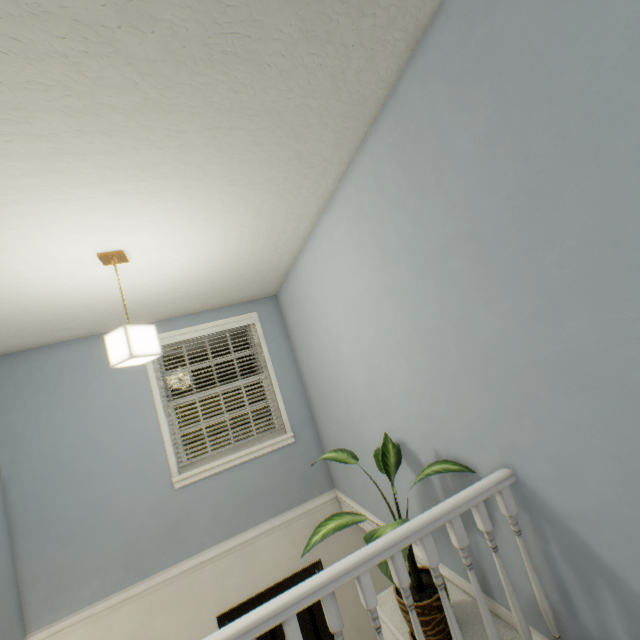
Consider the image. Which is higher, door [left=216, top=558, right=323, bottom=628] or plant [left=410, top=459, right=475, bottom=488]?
plant [left=410, top=459, right=475, bottom=488]

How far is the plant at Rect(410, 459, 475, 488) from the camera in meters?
1.5

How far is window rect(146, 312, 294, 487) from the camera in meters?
3.3 m

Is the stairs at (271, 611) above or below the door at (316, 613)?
above

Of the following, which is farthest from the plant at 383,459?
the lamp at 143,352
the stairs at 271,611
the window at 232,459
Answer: the window at 232,459

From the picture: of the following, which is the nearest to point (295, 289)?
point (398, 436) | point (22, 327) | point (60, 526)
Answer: point (398, 436)

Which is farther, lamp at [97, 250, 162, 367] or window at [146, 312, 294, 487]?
window at [146, 312, 294, 487]
